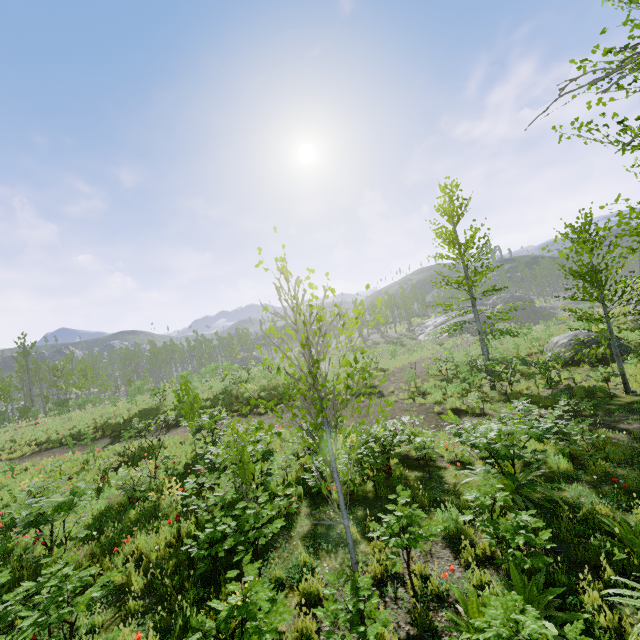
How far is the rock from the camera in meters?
15.9

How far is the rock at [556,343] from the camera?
15.91m

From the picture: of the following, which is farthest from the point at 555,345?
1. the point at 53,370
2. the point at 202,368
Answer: the point at 53,370
